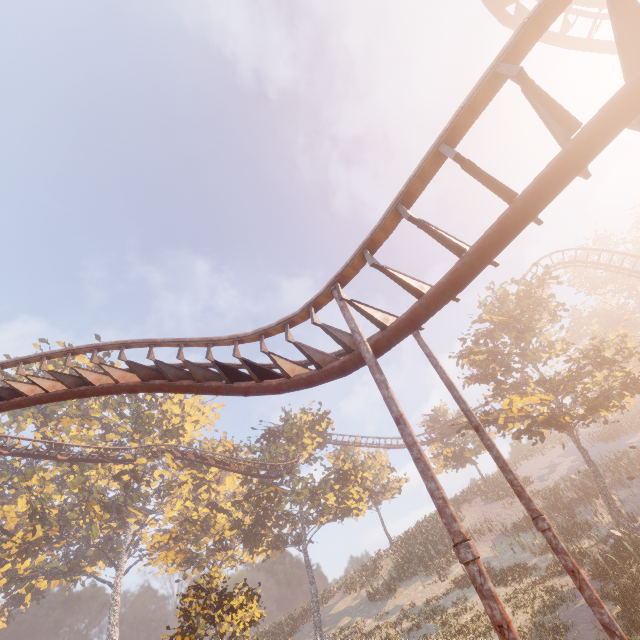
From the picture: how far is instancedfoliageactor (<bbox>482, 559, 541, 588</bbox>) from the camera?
19.87m

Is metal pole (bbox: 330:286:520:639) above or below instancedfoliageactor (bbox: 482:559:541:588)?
above

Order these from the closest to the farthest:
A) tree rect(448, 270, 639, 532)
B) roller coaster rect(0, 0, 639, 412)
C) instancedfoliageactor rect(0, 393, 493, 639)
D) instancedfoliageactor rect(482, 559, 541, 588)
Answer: roller coaster rect(0, 0, 639, 412) → tree rect(448, 270, 639, 532) → instancedfoliageactor rect(482, 559, 541, 588) → instancedfoliageactor rect(0, 393, 493, 639)

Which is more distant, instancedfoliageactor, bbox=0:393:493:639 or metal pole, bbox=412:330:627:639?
instancedfoliageactor, bbox=0:393:493:639

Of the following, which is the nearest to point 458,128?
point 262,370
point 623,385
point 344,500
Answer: point 262,370

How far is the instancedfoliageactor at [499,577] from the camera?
19.9 meters

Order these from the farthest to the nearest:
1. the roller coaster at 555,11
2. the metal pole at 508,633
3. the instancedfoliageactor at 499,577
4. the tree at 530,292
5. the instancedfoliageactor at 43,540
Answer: the instancedfoliageactor at 43,540
the instancedfoliageactor at 499,577
the tree at 530,292
the roller coaster at 555,11
the metal pole at 508,633

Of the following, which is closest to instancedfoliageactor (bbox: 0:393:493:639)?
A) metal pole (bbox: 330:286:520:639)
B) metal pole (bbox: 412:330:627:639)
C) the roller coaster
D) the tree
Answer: the roller coaster
